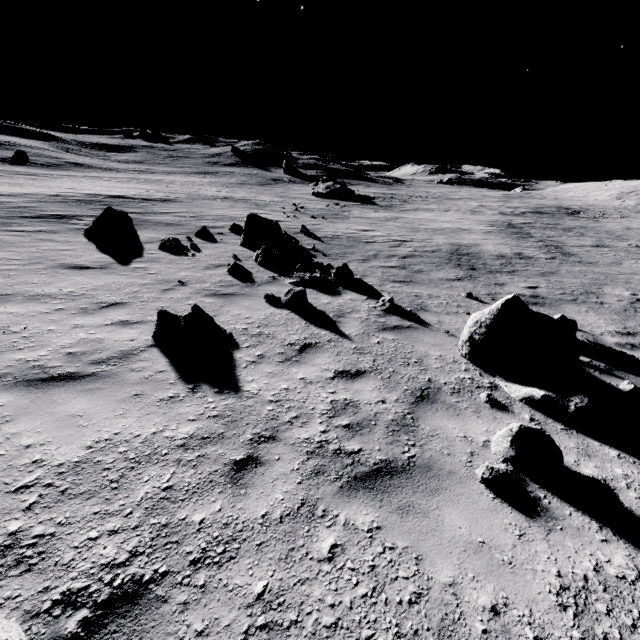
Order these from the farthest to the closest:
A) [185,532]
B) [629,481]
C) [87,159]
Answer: [87,159] → [629,481] → [185,532]

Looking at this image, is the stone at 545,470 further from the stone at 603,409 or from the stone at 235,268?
the stone at 235,268

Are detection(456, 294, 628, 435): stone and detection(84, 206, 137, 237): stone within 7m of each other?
no

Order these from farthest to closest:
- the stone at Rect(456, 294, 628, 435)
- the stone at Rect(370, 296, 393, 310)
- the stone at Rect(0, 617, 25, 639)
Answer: the stone at Rect(370, 296, 393, 310) → the stone at Rect(456, 294, 628, 435) → the stone at Rect(0, 617, 25, 639)

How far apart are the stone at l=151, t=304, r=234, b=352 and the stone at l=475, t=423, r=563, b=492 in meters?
3.9

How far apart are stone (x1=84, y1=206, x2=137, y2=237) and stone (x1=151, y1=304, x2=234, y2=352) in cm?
883

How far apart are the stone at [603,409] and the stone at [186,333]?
4.07m

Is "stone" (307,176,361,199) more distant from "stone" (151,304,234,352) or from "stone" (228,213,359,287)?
"stone" (151,304,234,352)
